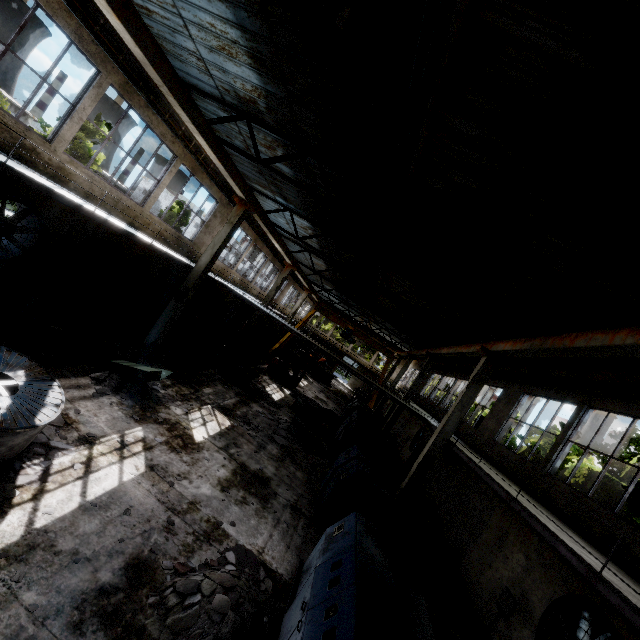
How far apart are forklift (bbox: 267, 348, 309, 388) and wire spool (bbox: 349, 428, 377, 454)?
8.89m

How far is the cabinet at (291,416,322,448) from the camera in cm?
1524

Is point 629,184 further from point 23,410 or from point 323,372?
point 323,372

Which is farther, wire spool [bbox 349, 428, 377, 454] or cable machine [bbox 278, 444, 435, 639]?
wire spool [bbox 349, 428, 377, 454]

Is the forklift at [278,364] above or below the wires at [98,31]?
below

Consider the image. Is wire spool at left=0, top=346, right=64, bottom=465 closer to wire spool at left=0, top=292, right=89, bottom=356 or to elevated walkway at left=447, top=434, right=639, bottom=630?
wire spool at left=0, top=292, right=89, bottom=356

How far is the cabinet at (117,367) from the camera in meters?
9.6

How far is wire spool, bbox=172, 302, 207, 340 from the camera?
17.98m
